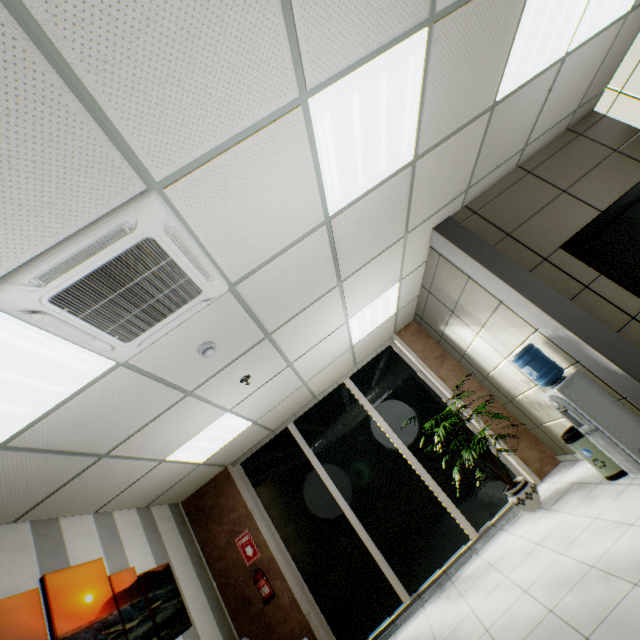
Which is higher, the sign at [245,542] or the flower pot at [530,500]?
the sign at [245,542]

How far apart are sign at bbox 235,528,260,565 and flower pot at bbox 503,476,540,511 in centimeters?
385cm

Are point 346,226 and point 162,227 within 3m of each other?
yes

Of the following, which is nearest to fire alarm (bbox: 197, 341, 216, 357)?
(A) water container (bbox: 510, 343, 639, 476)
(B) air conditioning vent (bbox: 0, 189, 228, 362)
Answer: (B) air conditioning vent (bbox: 0, 189, 228, 362)

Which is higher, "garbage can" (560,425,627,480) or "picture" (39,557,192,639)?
"picture" (39,557,192,639)

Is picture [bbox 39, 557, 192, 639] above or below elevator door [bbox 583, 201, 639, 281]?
above

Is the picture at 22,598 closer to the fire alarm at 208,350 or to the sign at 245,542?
the sign at 245,542

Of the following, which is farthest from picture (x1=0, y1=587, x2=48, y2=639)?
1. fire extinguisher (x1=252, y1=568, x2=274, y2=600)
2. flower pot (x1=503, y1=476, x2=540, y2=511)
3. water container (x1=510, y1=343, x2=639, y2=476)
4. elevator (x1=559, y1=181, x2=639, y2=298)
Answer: elevator (x1=559, y1=181, x2=639, y2=298)
